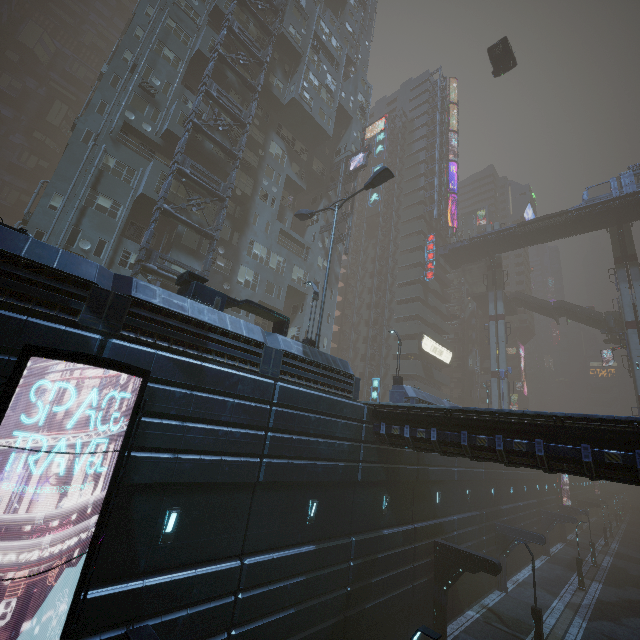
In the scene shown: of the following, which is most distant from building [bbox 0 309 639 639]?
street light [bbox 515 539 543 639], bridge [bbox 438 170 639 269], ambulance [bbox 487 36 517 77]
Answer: ambulance [bbox 487 36 517 77]

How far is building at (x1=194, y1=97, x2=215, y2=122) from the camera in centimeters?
2639cm

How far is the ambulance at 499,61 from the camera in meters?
31.0 m

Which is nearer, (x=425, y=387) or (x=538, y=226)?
(x=538, y=226)

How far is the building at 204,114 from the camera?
26.39m

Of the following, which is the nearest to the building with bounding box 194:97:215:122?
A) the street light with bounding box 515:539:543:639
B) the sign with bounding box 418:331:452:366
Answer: the sign with bounding box 418:331:452:366

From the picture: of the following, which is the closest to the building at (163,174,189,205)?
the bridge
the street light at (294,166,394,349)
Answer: the bridge

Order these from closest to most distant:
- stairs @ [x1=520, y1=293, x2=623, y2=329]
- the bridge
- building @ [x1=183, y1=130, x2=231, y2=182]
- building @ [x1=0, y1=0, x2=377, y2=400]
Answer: building @ [x1=0, y1=0, x2=377, y2=400], building @ [x1=183, y1=130, x2=231, y2=182], the bridge, stairs @ [x1=520, y1=293, x2=623, y2=329]
